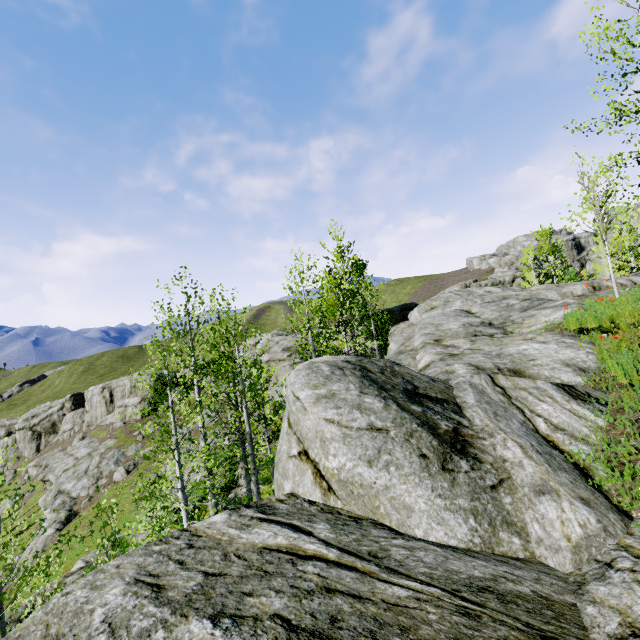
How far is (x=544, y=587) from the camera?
2.1m

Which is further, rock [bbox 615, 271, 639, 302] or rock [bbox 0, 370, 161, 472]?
rock [bbox 0, 370, 161, 472]

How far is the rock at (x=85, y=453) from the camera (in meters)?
29.02

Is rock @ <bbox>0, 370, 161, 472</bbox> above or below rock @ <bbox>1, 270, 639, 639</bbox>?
below

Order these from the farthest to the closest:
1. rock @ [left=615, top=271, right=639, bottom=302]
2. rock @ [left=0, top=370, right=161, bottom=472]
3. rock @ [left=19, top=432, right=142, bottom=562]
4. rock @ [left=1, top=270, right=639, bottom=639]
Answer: rock @ [left=0, top=370, right=161, bottom=472], rock @ [left=19, top=432, right=142, bottom=562], rock @ [left=615, top=271, right=639, bottom=302], rock @ [left=1, top=270, right=639, bottom=639]

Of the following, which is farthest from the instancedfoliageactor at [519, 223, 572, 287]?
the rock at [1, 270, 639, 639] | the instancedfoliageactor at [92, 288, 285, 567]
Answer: the instancedfoliageactor at [92, 288, 285, 567]

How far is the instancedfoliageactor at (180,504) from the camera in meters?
9.0
